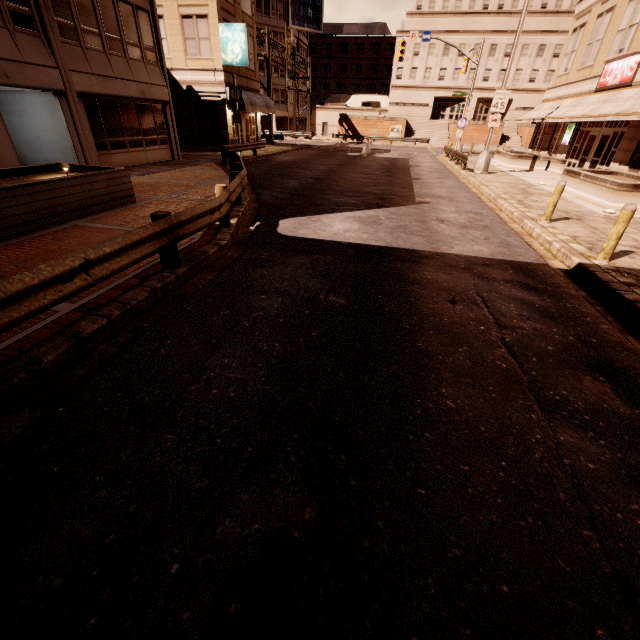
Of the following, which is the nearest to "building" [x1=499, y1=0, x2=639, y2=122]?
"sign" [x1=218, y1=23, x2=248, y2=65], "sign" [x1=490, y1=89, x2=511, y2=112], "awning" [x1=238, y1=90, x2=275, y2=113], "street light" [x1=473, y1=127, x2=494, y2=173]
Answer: "awning" [x1=238, y1=90, x2=275, y2=113]

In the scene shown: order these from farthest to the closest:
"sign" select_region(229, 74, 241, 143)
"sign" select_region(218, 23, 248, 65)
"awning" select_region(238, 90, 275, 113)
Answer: "awning" select_region(238, 90, 275, 113), "sign" select_region(218, 23, 248, 65), "sign" select_region(229, 74, 241, 143)

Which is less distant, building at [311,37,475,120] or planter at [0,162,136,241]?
planter at [0,162,136,241]

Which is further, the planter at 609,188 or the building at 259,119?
the building at 259,119

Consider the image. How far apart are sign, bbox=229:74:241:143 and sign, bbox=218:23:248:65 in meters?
3.5 m

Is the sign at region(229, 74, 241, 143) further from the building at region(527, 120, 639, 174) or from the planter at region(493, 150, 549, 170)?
the building at region(527, 120, 639, 174)

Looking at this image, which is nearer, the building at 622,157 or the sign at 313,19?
the building at 622,157

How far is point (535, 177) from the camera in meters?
20.0 m
